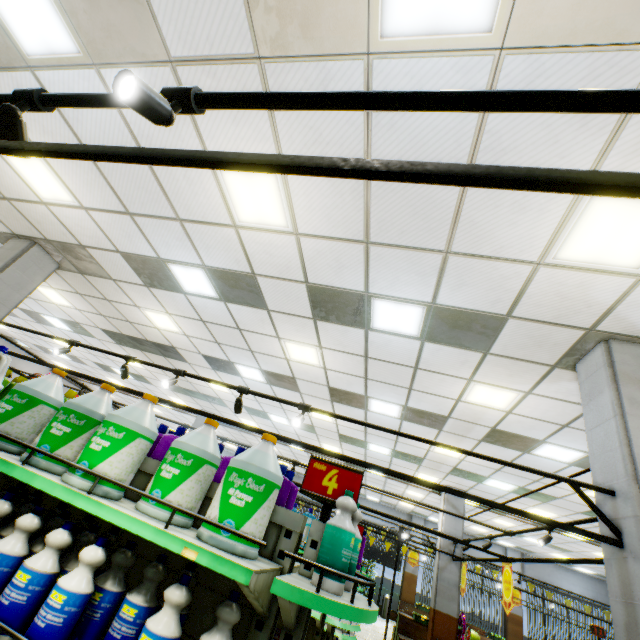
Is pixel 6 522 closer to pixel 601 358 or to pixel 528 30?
pixel 528 30

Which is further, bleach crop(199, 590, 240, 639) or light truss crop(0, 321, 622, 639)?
light truss crop(0, 321, 622, 639)

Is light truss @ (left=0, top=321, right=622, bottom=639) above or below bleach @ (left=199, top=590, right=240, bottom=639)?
above

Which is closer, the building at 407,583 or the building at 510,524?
the building at 510,524

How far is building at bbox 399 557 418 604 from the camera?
16.9 meters

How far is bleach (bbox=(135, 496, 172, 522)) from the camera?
A: 1.6m

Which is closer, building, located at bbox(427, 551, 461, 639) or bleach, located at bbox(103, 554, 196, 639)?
bleach, located at bbox(103, 554, 196, 639)
